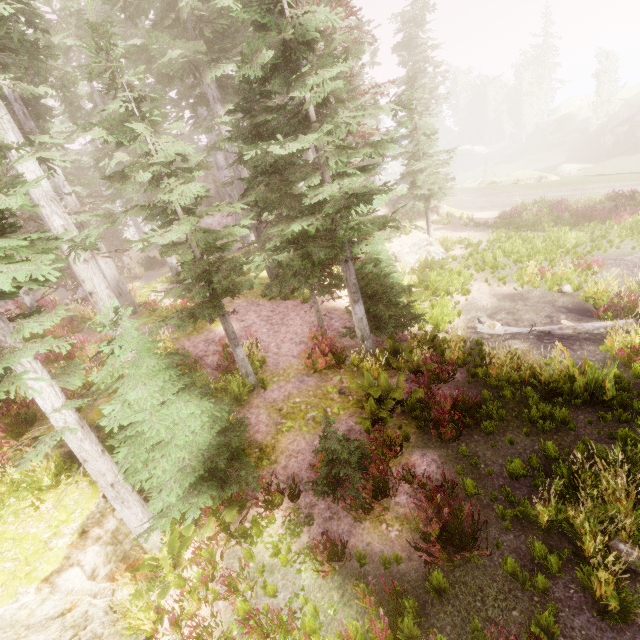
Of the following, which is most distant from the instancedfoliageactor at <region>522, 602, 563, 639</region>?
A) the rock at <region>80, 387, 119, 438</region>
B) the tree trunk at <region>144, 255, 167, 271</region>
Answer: the tree trunk at <region>144, 255, 167, 271</region>

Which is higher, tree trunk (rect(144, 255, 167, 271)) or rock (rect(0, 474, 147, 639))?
tree trunk (rect(144, 255, 167, 271))

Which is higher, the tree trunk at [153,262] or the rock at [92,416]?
the tree trunk at [153,262]

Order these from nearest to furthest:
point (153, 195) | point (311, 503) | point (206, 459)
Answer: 1. point (206, 459)
2. point (311, 503)
3. point (153, 195)

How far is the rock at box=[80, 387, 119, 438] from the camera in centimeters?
764cm

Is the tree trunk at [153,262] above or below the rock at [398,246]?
above

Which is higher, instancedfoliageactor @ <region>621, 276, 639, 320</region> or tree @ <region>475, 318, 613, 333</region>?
instancedfoliageactor @ <region>621, 276, 639, 320</region>

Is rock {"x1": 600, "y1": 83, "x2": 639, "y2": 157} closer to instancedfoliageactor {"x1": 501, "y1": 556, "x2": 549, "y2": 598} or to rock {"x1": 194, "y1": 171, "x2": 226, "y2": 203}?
instancedfoliageactor {"x1": 501, "y1": 556, "x2": 549, "y2": 598}
